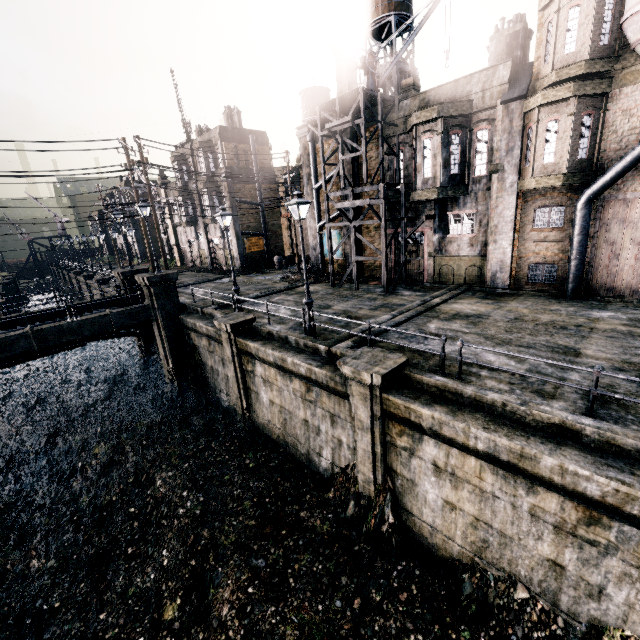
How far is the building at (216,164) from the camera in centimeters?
3206cm

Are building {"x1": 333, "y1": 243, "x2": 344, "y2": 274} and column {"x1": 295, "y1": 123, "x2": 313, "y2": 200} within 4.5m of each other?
yes

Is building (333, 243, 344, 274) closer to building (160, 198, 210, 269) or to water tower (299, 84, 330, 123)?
building (160, 198, 210, 269)

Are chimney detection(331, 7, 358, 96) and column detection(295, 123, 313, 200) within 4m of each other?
yes

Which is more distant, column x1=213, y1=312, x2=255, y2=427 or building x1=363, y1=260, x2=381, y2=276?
building x1=363, y1=260, x2=381, y2=276

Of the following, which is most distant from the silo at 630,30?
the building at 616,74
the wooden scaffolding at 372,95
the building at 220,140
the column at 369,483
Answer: the building at 220,140

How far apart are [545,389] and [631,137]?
12.79m

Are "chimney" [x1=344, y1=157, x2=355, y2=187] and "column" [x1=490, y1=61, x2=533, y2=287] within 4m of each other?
no
